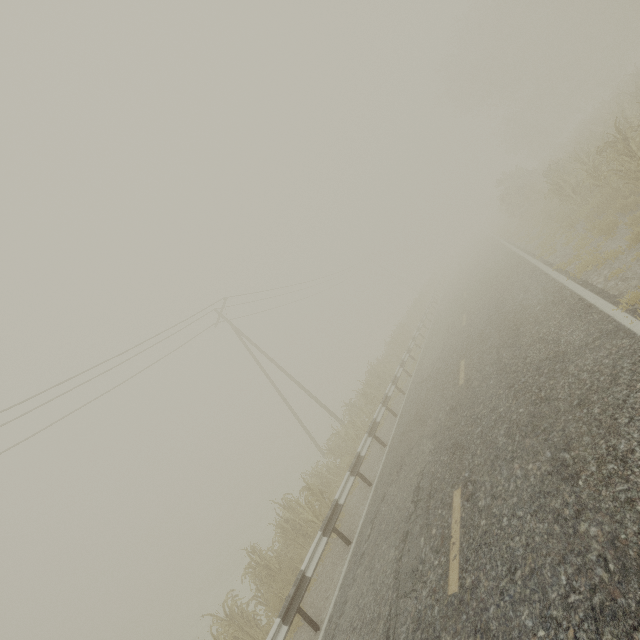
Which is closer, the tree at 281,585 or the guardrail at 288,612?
the guardrail at 288,612

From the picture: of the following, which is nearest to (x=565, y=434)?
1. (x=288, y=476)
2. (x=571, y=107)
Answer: (x=288, y=476)

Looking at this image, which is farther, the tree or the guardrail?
the tree
